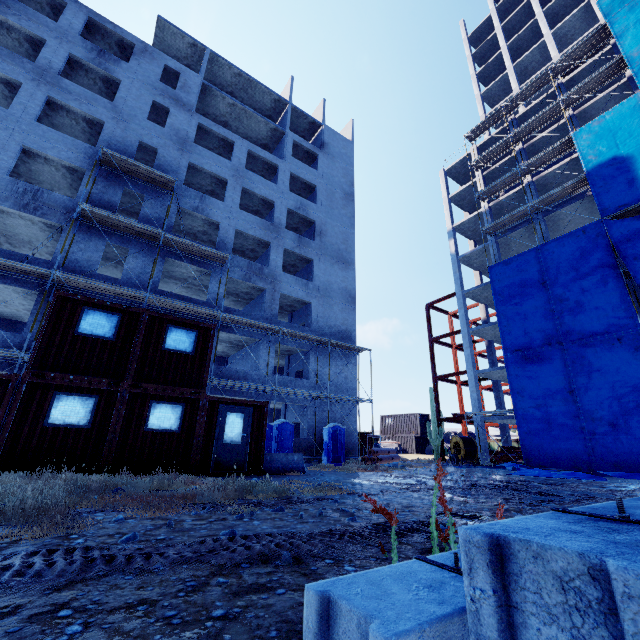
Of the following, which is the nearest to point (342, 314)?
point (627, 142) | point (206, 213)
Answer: point (206, 213)

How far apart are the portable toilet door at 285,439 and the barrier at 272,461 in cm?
442

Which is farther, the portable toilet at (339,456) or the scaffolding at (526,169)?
the scaffolding at (526,169)

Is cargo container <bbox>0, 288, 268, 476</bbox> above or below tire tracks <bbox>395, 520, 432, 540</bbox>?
above

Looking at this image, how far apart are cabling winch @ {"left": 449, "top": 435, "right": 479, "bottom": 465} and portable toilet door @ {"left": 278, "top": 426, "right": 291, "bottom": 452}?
12.7 meters

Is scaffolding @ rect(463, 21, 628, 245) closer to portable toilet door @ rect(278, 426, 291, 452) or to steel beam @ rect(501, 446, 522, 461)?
steel beam @ rect(501, 446, 522, 461)

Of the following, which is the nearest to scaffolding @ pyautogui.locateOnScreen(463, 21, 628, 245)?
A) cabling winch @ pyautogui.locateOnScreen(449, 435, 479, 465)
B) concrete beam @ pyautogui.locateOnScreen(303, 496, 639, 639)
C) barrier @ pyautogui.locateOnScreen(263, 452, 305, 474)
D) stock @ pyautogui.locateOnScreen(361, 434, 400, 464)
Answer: cabling winch @ pyautogui.locateOnScreen(449, 435, 479, 465)

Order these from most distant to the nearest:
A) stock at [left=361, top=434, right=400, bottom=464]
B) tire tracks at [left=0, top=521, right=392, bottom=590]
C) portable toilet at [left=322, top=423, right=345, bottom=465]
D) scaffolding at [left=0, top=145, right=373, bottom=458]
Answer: portable toilet at [left=322, top=423, right=345, bottom=465] → stock at [left=361, top=434, right=400, bottom=464] → scaffolding at [left=0, top=145, right=373, bottom=458] → tire tracks at [left=0, top=521, right=392, bottom=590]
